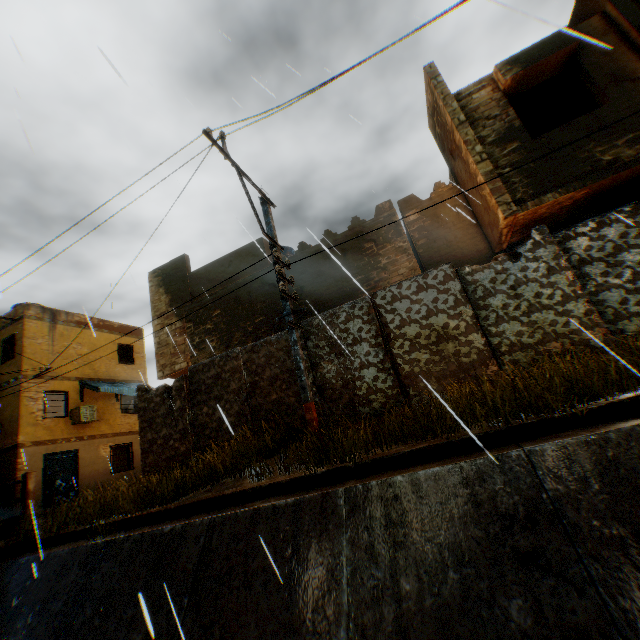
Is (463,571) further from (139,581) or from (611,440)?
(139,581)

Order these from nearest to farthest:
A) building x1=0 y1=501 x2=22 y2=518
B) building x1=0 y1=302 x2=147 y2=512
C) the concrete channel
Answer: the concrete channel
building x1=0 y1=501 x2=22 y2=518
building x1=0 y1=302 x2=147 y2=512

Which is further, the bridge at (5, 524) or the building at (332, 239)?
the building at (332, 239)

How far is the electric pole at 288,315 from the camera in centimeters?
616cm

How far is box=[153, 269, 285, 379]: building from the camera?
11.2 meters

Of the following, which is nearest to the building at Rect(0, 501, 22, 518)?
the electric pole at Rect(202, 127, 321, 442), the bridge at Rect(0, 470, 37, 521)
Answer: the electric pole at Rect(202, 127, 321, 442)
